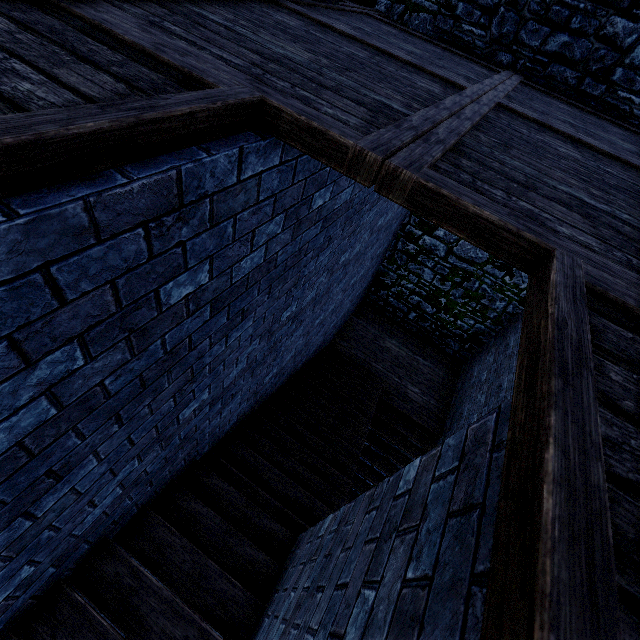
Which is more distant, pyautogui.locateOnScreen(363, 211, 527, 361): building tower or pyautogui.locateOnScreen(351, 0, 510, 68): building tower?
pyautogui.locateOnScreen(363, 211, 527, 361): building tower

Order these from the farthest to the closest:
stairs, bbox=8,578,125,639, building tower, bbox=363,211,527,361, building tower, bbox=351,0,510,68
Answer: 1. building tower, bbox=363,211,527,361
2. building tower, bbox=351,0,510,68
3. stairs, bbox=8,578,125,639

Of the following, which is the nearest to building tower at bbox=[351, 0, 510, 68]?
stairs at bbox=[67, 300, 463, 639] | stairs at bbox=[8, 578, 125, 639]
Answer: stairs at bbox=[67, 300, 463, 639]

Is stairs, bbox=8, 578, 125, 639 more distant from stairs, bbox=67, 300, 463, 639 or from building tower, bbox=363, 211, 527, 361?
building tower, bbox=363, 211, 527, 361

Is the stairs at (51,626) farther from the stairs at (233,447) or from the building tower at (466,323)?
the building tower at (466,323)

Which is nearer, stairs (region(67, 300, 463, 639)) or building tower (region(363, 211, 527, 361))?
stairs (region(67, 300, 463, 639))

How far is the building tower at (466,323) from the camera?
8.60m

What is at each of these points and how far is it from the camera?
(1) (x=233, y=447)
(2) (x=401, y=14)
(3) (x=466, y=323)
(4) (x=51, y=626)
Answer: (1) stairs, 4.5 meters
(2) building tower, 6.5 meters
(3) building tower, 9.8 meters
(4) stairs, 2.3 meters
